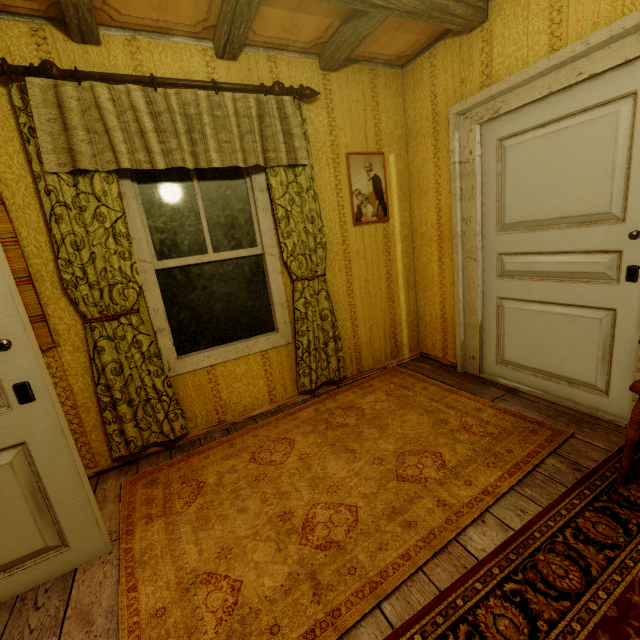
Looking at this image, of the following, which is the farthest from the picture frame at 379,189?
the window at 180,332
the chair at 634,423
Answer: the chair at 634,423

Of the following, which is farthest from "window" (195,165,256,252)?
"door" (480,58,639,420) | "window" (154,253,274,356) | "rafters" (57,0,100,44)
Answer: "door" (480,58,639,420)

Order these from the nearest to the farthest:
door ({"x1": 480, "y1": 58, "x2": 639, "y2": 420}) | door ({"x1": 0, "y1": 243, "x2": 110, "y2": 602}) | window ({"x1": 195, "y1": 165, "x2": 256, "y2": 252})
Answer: door ({"x1": 0, "y1": 243, "x2": 110, "y2": 602}) → door ({"x1": 480, "y1": 58, "x2": 639, "y2": 420}) → window ({"x1": 195, "y1": 165, "x2": 256, "y2": 252})

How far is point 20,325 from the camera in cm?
138

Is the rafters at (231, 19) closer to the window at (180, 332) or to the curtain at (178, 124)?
the curtain at (178, 124)

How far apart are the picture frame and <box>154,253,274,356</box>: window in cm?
92

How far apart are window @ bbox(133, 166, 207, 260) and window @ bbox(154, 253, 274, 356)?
0.1 meters

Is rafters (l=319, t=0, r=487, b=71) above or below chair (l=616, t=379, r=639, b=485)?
above
